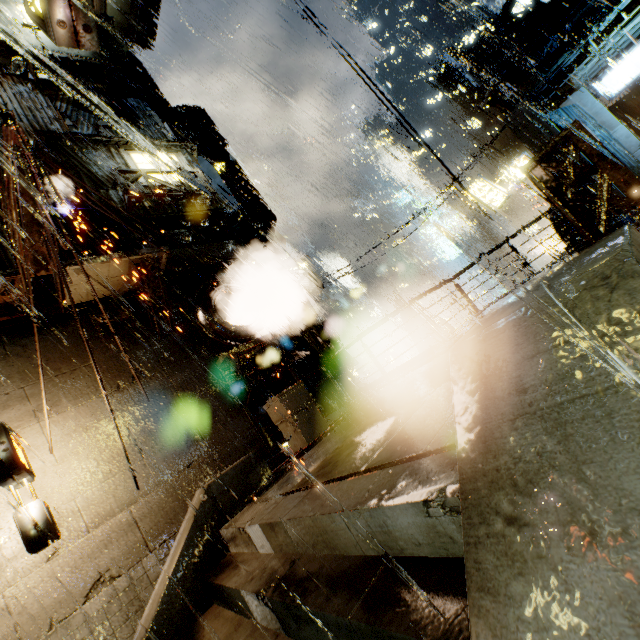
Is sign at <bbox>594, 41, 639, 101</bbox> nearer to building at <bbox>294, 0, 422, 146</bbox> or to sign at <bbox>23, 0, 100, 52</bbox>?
building at <bbox>294, 0, 422, 146</bbox>

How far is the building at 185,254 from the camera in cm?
1137

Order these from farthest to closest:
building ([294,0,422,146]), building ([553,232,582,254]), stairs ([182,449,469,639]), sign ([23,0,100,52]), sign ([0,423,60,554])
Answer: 1. building ([294,0,422,146])
2. building ([553,232,582,254])
3. sign ([0,423,60,554])
4. sign ([23,0,100,52])
5. stairs ([182,449,469,639])

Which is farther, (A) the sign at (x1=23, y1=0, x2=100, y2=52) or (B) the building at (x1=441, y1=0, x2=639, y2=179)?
(B) the building at (x1=441, y1=0, x2=639, y2=179)

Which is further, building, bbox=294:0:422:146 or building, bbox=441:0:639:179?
building, bbox=294:0:422:146

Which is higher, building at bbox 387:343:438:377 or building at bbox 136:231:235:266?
building at bbox 136:231:235:266

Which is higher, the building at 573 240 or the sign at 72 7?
the sign at 72 7

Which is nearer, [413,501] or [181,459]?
[413,501]
